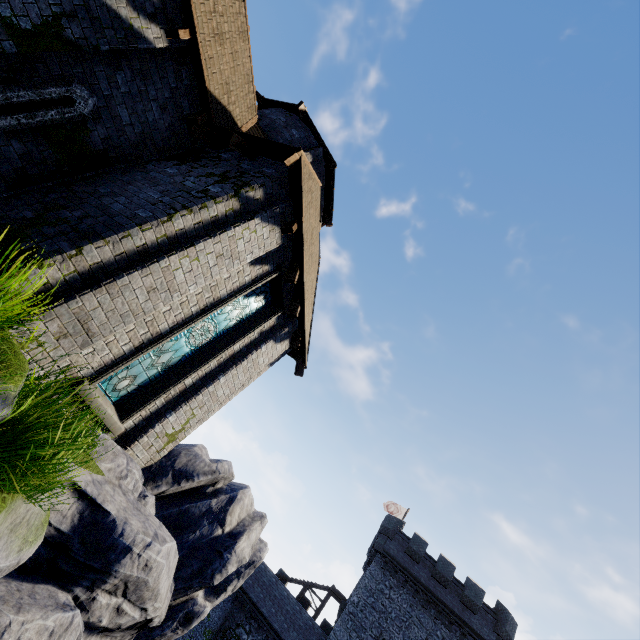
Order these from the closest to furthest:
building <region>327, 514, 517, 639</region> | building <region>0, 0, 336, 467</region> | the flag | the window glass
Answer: building <region>0, 0, 336, 467</region> → the window glass → building <region>327, 514, 517, 639</region> → the flag

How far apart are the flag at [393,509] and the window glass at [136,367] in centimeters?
3561cm

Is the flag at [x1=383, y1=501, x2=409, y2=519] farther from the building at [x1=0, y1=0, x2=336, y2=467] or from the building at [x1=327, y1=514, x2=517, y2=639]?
the building at [x1=0, y1=0, x2=336, y2=467]

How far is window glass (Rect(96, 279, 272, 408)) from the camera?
6.7m

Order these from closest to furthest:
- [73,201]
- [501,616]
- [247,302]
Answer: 1. [73,201]
2. [247,302]
3. [501,616]

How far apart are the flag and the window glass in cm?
3561

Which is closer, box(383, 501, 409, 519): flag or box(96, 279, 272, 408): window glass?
box(96, 279, 272, 408): window glass

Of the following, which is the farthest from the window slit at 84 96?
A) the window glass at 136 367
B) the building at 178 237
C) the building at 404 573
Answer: the building at 404 573
